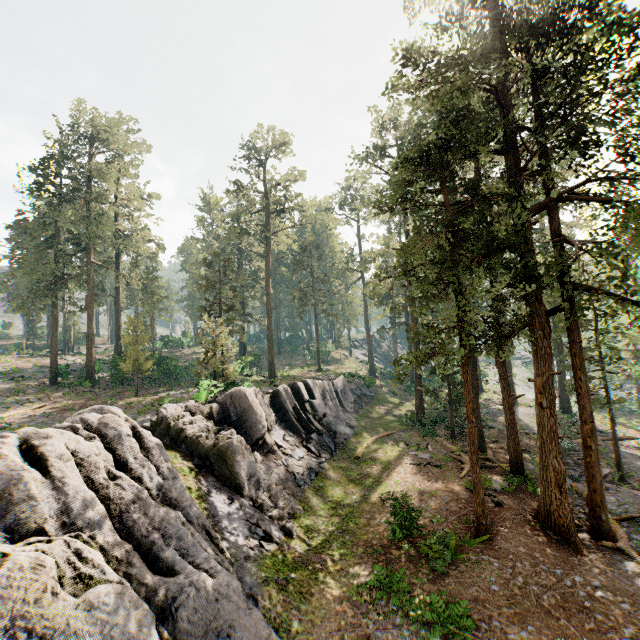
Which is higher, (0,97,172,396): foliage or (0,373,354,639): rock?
(0,97,172,396): foliage

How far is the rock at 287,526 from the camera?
14.0 meters

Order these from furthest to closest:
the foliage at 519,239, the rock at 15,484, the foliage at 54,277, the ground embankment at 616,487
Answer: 1. the foliage at 54,277
2. the ground embankment at 616,487
3. the foliage at 519,239
4. the rock at 15,484

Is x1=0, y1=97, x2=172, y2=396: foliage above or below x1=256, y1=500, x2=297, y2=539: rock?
above

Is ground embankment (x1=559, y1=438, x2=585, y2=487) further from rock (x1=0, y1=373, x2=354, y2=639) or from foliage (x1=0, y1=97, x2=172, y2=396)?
rock (x1=0, y1=373, x2=354, y2=639)

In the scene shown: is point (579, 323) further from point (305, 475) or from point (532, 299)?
point (305, 475)

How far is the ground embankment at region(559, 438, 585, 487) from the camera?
20.3m

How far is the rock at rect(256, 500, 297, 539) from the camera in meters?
14.0 m
